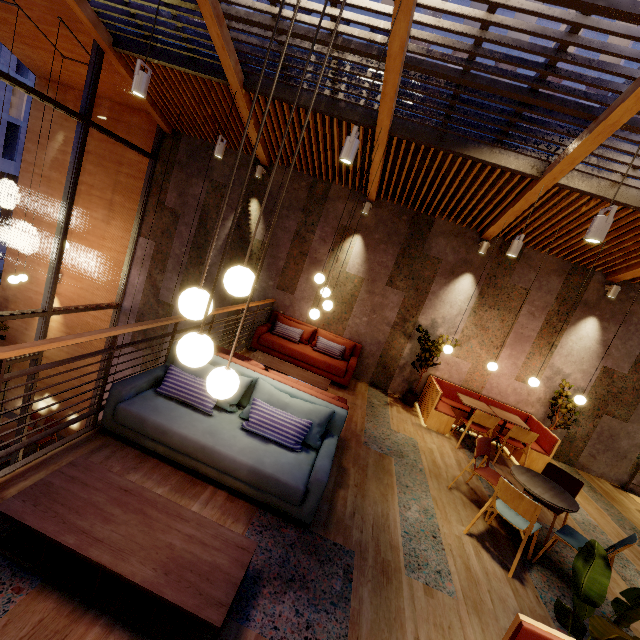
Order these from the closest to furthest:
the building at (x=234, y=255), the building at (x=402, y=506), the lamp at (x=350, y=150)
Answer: the building at (x=402, y=506)
the lamp at (x=350, y=150)
the building at (x=234, y=255)

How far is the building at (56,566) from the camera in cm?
205

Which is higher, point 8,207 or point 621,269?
point 621,269

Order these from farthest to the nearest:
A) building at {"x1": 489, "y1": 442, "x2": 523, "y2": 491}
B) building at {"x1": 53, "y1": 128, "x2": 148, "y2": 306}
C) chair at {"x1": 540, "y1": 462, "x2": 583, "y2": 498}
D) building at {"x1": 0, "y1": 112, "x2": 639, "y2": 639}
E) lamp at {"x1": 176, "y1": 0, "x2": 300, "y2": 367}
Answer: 1. building at {"x1": 53, "y1": 128, "x2": 148, "y2": 306}
2. building at {"x1": 489, "y1": 442, "x2": 523, "y2": 491}
3. chair at {"x1": 540, "y1": 462, "x2": 583, "y2": 498}
4. building at {"x1": 0, "y1": 112, "x2": 639, "y2": 639}
5. lamp at {"x1": 176, "y1": 0, "x2": 300, "y2": 367}

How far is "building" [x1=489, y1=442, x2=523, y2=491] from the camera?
5.6m

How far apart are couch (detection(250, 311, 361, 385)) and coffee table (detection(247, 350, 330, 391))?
0.6 meters

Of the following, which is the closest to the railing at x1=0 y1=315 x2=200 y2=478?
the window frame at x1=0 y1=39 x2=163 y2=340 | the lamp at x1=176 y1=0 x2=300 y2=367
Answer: the window frame at x1=0 y1=39 x2=163 y2=340
